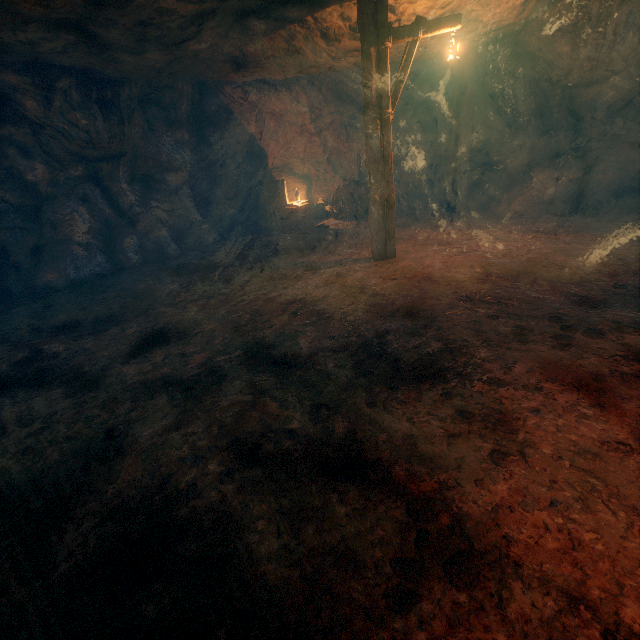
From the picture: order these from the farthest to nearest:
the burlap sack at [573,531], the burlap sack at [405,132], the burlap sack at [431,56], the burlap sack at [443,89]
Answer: the burlap sack at [405,132], the burlap sack at [443,89], the burlap sack at [431,56], the burlap sack at [573,531]

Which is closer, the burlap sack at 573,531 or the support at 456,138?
the burlap sack at 573,531

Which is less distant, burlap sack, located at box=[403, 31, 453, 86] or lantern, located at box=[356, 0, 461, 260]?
lantern, located at box=[356, 0, 461, 260]

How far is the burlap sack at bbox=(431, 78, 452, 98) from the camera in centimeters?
1178cm

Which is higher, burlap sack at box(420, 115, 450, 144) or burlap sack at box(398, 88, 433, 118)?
burlap sack at box(398, 88, 433, 118)

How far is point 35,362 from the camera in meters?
5.0 m

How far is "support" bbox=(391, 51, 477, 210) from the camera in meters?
9.9

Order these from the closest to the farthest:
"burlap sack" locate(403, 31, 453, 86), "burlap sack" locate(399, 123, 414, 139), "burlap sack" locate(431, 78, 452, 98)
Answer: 1. "burlap sack" locate(403, 31, 453, 86)
2. "burlap sack" locate(431, 78, 452, 98)
3. "burlap sack" locate(399, 123, 414, 139)
